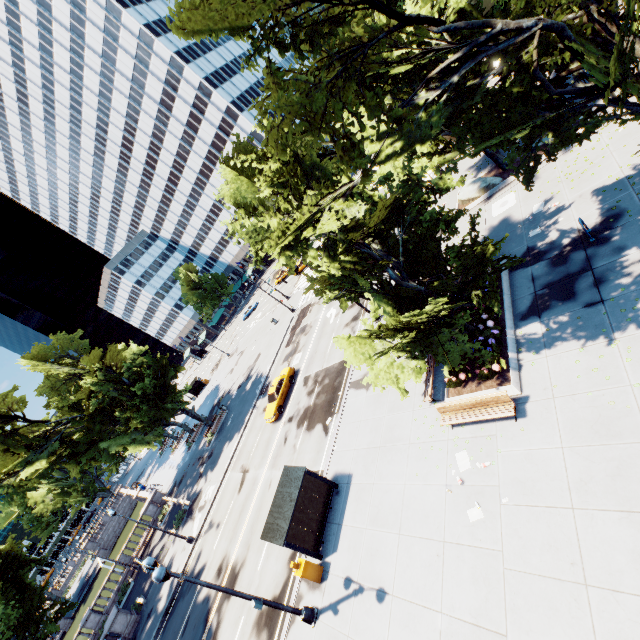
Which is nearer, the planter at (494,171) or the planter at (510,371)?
the planter at (510,371)

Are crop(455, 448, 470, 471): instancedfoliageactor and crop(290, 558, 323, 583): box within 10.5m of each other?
yes

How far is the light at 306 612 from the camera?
10.2 meters

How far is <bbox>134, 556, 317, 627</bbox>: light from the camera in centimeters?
1025cm

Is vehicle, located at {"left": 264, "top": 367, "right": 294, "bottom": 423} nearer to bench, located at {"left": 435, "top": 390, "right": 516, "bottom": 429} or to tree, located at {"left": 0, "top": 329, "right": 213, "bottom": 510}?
tree, located at {"left": 0, "top": 329, "right": 213, "bottom": 510}

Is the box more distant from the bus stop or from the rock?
the rock

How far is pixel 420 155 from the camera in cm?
891

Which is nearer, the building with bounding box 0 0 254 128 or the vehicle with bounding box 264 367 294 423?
the vehicle with bounding box 264 367 294 423
